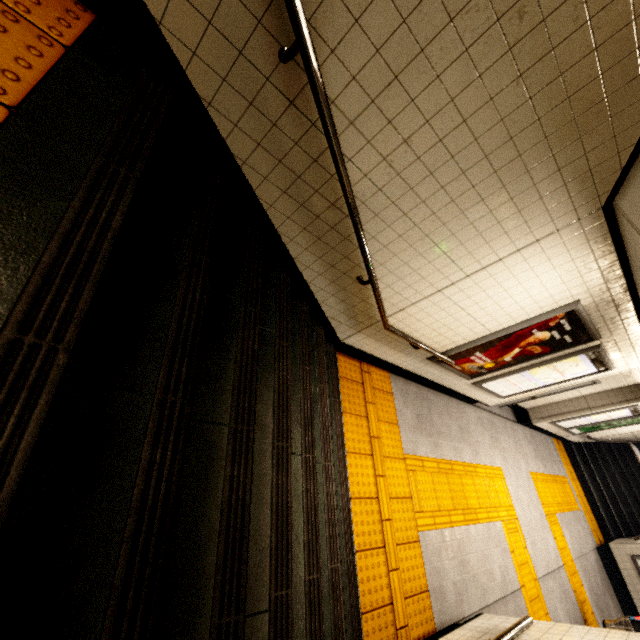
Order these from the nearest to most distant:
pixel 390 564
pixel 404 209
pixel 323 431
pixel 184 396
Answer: pixel 184 396 < pixel 404 209 < pixel 323 431 < pixel 390 564

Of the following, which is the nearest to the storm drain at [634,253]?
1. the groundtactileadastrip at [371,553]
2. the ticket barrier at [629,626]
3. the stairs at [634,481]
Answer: the stairs at [634,481]

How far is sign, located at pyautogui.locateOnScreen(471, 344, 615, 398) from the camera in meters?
4.6 m

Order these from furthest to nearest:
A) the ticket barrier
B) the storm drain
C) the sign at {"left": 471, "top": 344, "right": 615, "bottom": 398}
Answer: the ticket barrier, the sign at {"left": 471, "top": 344, "right": 615, "bottom": 398}, the storm drain

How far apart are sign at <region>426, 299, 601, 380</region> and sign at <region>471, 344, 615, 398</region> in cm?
22

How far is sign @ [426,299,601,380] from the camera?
3.62m

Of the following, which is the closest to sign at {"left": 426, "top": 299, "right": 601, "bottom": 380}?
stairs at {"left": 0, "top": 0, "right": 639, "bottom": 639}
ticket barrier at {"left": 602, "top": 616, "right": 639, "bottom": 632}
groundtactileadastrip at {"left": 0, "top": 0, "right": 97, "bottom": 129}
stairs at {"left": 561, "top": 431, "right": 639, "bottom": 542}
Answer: stairs at {"left": 0, "top": 0, "right": 639, "bottom": 639}

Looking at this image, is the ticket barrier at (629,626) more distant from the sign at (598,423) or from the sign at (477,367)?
the sign at (477,367)
